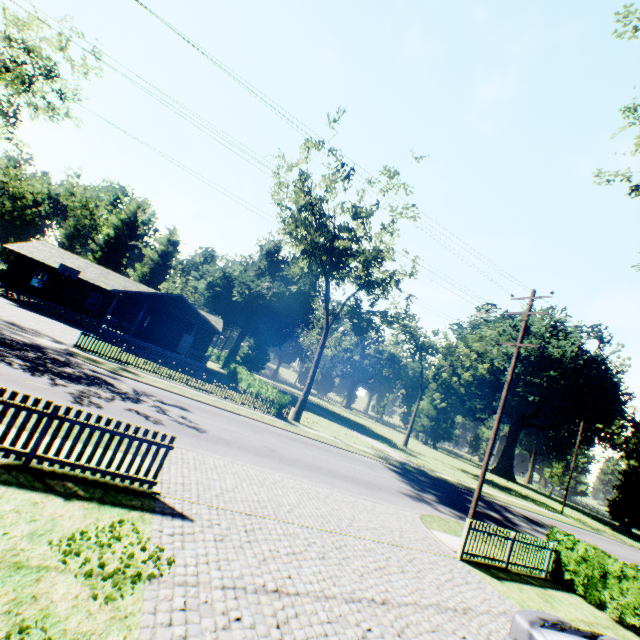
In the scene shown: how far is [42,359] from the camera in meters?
14.4 m

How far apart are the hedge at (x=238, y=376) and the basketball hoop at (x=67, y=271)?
18.96m

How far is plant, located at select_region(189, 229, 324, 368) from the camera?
47.12m

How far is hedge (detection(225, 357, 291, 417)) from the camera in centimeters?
2472cm

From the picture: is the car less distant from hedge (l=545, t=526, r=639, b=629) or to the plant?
hedge (l=545, t=526, r=639, b=629)

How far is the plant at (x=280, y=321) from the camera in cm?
4712

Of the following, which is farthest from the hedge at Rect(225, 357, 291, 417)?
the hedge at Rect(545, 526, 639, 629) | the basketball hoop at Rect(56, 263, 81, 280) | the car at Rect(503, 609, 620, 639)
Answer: the car at Rect(503, 609, 620, 639)

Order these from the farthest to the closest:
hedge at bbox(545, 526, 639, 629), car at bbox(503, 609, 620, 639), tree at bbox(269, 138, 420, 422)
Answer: tree at bbox(269, 138, 420, 422) → hedge at bbox(545, 526, 639, 629) → car at bbox(503, 609, 620, 639)
